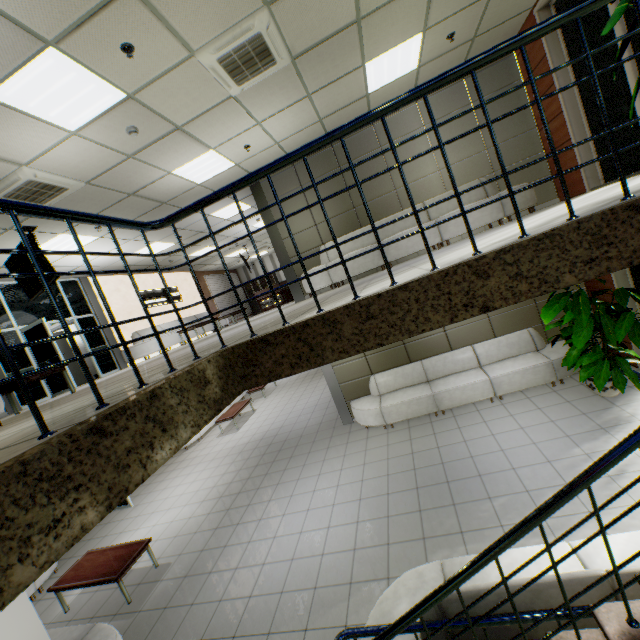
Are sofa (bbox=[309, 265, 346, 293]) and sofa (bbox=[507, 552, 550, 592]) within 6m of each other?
yes

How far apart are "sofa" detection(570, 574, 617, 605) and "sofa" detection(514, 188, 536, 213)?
5.0m

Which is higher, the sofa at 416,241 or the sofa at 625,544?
the sofa at 416,241

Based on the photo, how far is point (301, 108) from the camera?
5.8 meters

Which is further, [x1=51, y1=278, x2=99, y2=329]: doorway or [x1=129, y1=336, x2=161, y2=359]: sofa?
[x1=129, y1=336, x2=161, y2=359]: sofa

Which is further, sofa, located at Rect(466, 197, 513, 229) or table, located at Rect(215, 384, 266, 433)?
table, located at Rect(215, 384, 266, 433)

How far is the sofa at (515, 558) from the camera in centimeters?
294cm

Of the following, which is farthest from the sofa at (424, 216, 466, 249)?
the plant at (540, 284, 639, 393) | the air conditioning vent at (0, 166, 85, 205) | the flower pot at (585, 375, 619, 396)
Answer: the air conditioning vent at (0, 166, 85, 205)
